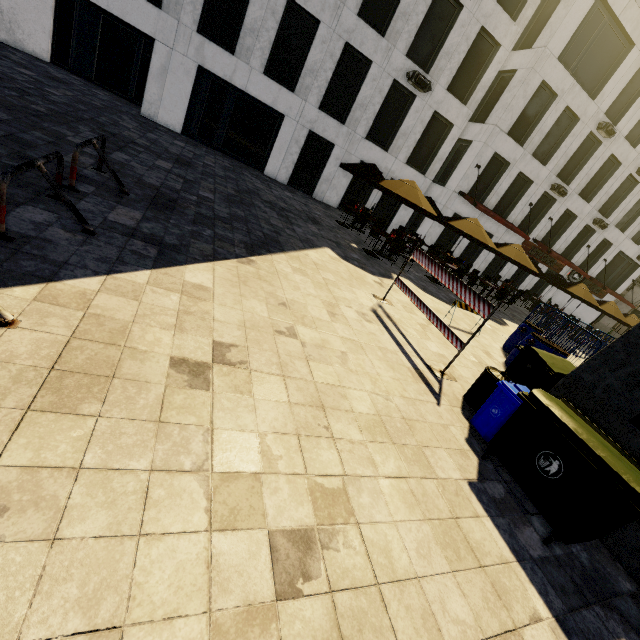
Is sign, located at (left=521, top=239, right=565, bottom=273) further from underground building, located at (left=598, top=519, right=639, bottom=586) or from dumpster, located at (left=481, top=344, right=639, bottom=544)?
dumpster, located at (left=481, top=344, right=639, bottom=544)

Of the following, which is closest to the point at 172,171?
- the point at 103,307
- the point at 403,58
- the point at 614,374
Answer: the point at 103,307

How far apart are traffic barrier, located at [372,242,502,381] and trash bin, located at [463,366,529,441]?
0.9m

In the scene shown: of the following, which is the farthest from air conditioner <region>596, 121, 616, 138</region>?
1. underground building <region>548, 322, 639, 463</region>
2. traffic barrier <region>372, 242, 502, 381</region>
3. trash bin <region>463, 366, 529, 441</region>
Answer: trash bin <region>463, 366, 529, 441</region>

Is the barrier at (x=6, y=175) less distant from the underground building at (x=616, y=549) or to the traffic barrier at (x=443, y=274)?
the traffic barrier at (x=443, y=274)

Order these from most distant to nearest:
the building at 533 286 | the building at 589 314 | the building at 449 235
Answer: the building at 589 314 < the building at 533 286 < the building at 449 235

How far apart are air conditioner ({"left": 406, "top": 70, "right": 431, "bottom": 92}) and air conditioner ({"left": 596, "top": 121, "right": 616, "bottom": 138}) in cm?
1246

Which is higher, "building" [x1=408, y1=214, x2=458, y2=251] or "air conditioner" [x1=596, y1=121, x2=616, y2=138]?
"air conditioner" [x1=596, y1=121, x2=616, y2=138]
